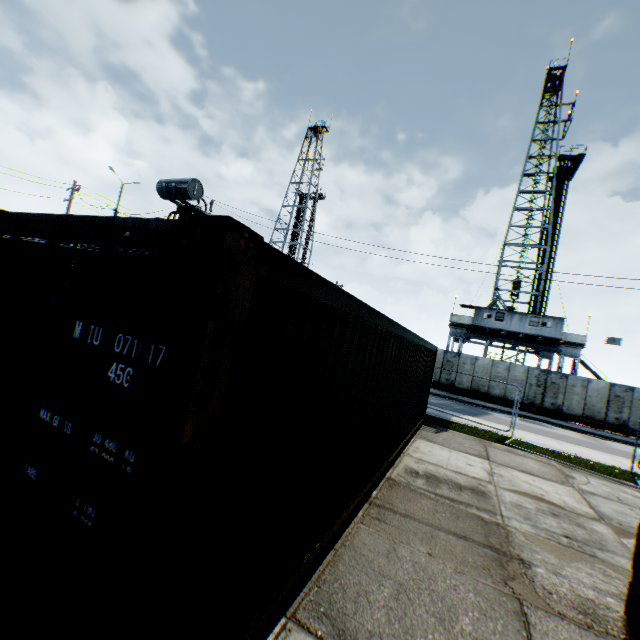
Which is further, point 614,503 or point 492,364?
point 492,364

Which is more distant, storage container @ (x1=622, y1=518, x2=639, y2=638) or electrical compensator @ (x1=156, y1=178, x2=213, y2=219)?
electrical compensator @ (x1=156, y1=178, x2=213, y2=219)

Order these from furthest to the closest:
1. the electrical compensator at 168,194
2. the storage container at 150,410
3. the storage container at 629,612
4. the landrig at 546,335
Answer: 1. the landrig at 546,335
2. the electrical compensator at 168,194
3. the storage container at 629,612
4. the storage container at 150,410

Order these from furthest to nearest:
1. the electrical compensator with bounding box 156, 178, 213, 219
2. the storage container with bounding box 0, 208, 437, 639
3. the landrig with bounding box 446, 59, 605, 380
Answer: the landrig with bounding box 446, 59, 605, 380 → the electrical compensator with bounding box 156, 178, 213, 219 → the storage container with bounding box 0, 208, 437, 639

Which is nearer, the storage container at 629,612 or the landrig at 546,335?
the storage container at 629,612

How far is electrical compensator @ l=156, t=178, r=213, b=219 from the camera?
12.2 meters

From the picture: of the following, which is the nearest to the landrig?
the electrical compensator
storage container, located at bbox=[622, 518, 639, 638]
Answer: the electrical compensator

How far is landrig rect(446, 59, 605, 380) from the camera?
→ 27.9 meters
